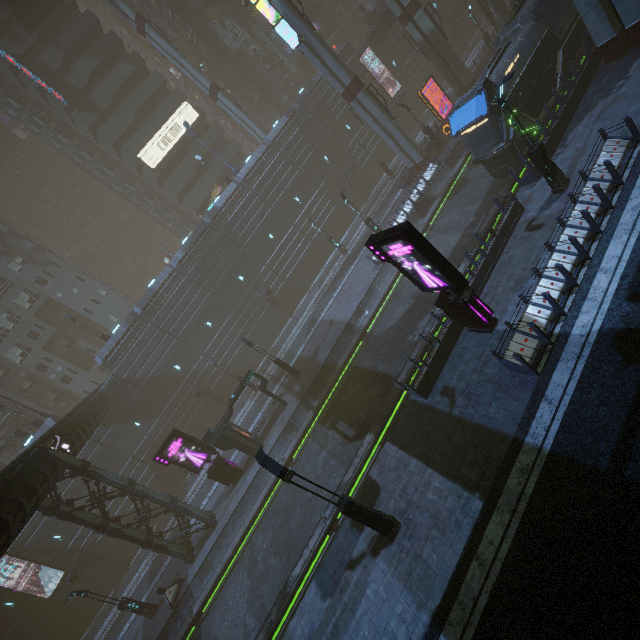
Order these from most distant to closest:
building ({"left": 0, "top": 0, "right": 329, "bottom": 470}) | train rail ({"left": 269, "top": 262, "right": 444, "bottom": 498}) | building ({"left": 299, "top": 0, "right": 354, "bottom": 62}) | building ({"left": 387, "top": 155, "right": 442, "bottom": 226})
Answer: building ({"left": 299, "top": 0, "right": 354, "bottom": 62})
building ({"left": 0, "top": 0, "right": 329, "bottom": 470})
building ({"left": 387, "top": 155, "right": 442, "bottom": 226})
train rail ({"left": 269, "top": 262, "right": 444, "bottom": 498})

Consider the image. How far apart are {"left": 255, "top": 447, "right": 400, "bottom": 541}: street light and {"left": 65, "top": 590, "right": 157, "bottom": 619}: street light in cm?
2001

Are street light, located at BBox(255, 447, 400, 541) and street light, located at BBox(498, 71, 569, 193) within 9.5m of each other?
no

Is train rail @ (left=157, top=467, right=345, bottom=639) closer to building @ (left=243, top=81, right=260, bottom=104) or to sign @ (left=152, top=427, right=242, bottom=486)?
building @ (left=243, top=81, right=260, bottom=104)

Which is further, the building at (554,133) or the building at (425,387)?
the building at (554,133)

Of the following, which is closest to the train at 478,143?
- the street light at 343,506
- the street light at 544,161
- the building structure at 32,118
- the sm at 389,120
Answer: the sm at 389,120

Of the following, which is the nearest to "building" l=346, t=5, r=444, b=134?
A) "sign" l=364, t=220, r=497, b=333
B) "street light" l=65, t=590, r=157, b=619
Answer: "sign" l=364, t=220, r=497, b=333

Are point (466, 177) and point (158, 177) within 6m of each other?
no
